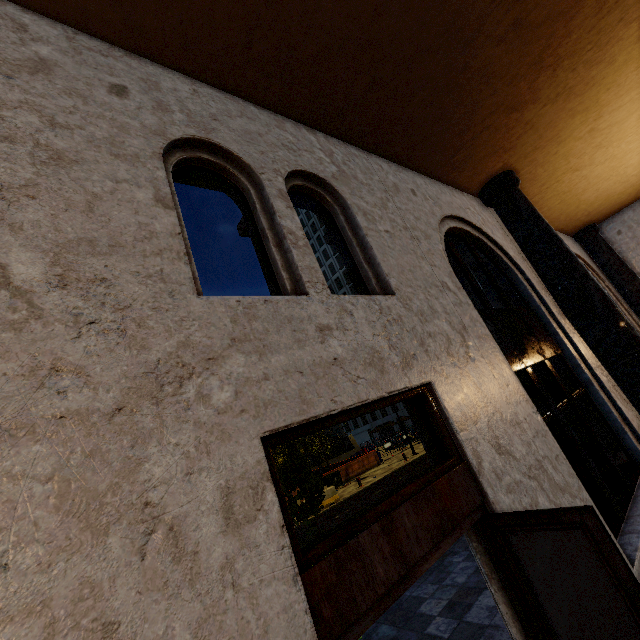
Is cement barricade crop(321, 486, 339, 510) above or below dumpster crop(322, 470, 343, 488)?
below

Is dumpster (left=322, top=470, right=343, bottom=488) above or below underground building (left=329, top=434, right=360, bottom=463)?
below

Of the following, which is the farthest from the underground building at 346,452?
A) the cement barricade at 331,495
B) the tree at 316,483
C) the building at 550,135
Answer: the building at 550,135

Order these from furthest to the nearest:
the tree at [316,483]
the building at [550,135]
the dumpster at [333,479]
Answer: the dumpster at [333,479], the tree at [316,483], the building at [550,135]

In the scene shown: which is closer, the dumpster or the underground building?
the dumpster

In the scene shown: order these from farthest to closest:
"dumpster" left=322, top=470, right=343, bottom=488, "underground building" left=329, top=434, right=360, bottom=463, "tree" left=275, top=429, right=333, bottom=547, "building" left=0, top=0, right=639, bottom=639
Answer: "underground building" left=329, top=434, right=360, bottom=463 < "dumpster" left=322, top=470, right=343, bottom=488 < "tree" left=275, top=429, right=333, bottom=547 < "building" left=0, top=0, right=639, bottom=639

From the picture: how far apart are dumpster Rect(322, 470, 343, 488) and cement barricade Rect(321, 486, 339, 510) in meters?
4.4 m

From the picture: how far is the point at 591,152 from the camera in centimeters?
724cm
